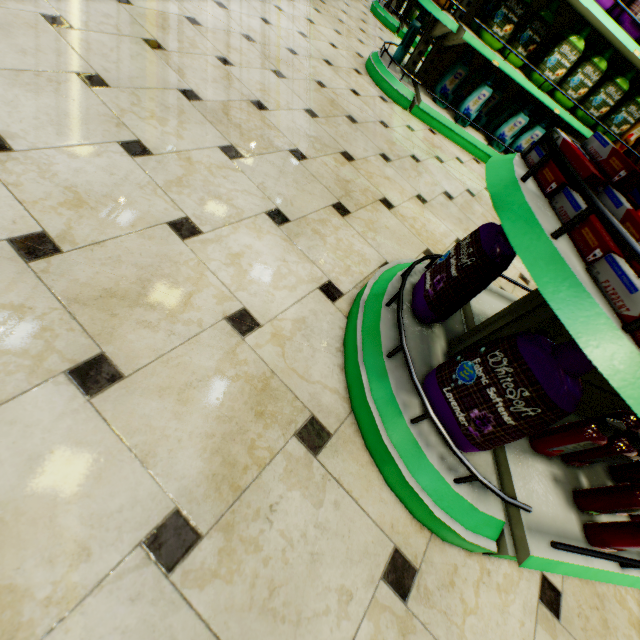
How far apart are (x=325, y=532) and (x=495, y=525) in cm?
53

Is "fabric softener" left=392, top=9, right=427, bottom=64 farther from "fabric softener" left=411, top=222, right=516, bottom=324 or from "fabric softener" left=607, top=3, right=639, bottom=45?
"fabric softener" left=411, top=222, right=516, bottom=324

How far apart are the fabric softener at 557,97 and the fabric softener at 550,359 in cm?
359

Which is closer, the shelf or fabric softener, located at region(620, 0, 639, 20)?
the shelf

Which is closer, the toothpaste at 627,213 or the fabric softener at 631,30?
the toothpaste at 627,213

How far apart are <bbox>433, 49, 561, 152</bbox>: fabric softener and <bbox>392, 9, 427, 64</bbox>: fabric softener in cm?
51

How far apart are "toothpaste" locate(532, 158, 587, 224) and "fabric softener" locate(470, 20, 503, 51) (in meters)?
3.06

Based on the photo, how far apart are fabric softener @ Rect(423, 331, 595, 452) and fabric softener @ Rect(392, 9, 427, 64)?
3.99m
